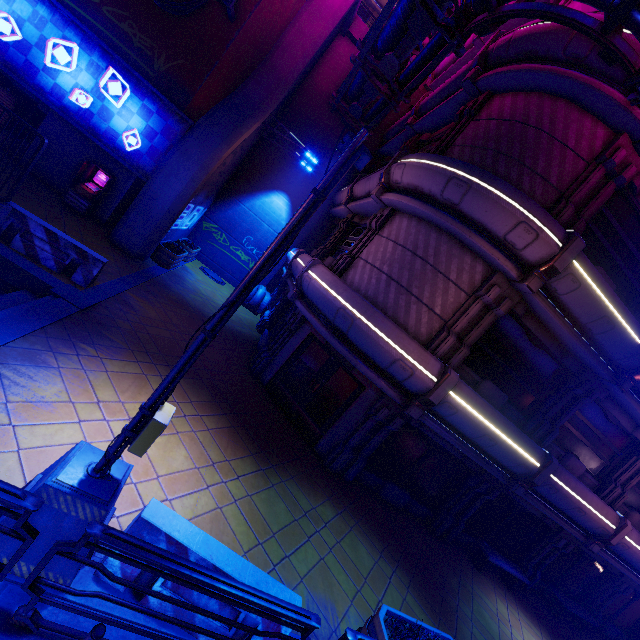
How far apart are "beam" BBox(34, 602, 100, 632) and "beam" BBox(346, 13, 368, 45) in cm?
Answer: 2394

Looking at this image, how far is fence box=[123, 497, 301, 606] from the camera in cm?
388

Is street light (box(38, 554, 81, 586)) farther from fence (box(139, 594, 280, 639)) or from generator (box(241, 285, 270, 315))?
generator (box(241, 285, 270, 315))

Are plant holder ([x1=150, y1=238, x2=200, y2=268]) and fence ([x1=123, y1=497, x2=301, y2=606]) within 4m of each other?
no

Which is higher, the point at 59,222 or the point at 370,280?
the point at 370,280

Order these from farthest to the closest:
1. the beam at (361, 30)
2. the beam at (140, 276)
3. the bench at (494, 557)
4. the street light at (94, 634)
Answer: the beam at (361, 30) → the bench at (494, 557) → the beam at (140, 276) → the street light at (94, 634)

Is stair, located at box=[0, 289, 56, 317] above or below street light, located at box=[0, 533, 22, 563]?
below

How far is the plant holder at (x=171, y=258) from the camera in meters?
14.3 m
